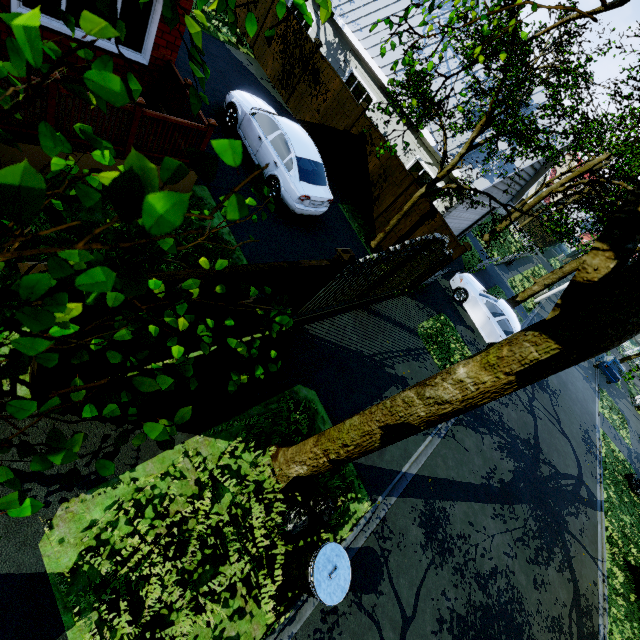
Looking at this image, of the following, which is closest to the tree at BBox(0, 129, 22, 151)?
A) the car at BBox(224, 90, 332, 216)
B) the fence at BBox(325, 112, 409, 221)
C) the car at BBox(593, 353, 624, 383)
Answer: the fence at BBox(325, 112, 409, 221)

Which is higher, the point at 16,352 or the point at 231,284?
the point at 16,352

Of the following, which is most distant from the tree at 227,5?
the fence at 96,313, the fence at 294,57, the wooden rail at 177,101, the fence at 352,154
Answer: the fence at 294,57

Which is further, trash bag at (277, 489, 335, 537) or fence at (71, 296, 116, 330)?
trash bag at (277, 489, 335, 537)

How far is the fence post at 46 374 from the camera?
3.2m

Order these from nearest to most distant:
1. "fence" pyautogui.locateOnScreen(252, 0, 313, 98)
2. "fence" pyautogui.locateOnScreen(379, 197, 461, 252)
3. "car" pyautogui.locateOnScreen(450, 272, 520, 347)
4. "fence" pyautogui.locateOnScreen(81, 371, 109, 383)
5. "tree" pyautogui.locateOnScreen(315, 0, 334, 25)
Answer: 1. "tree" pyautogui.locateOnScreen(315, 0, 334, 25)
2. "fence" pyautogui.locateOnScreen(81, 371, 109, 383)
3. "fence" pyautogui.locateOnScreen(379, 197, 461, 252)
4. "fence" pyautogui.locateOnScreen(252, 0, 313, 98)
5. "car" pyautogui.locateOnScreen(450, 272, 520, 347)

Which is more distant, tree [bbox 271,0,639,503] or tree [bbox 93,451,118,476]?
tree [bbox 271,0,639,503]

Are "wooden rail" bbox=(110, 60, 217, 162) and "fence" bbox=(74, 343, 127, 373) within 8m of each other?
yes
